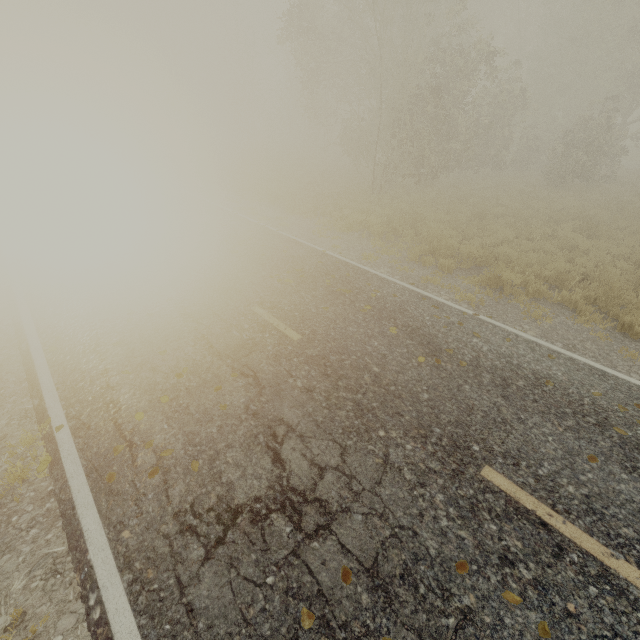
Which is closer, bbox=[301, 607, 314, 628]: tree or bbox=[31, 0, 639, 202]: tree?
bbox=[301, 607, 314, 628]: tree

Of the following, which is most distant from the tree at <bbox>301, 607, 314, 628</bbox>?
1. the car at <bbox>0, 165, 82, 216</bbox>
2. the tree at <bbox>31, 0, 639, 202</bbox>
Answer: the car at <bbox>0, 165, 82, 216</bbox>

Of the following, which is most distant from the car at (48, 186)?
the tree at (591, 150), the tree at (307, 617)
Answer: the tree at (591, 150)

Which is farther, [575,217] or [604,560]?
[575,217]

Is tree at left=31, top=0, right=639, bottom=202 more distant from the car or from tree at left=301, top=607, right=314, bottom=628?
the car

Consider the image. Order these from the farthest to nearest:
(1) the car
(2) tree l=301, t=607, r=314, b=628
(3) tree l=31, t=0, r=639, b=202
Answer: (3) tree l=31, t=0, r=639, b=202 → (1) the car → (2) tree l=301, t=607, r=314, b=628

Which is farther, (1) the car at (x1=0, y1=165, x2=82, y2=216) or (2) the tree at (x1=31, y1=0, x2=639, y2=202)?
(2) the tree at (x1=31, y1=0, x2=639, y2=202)
